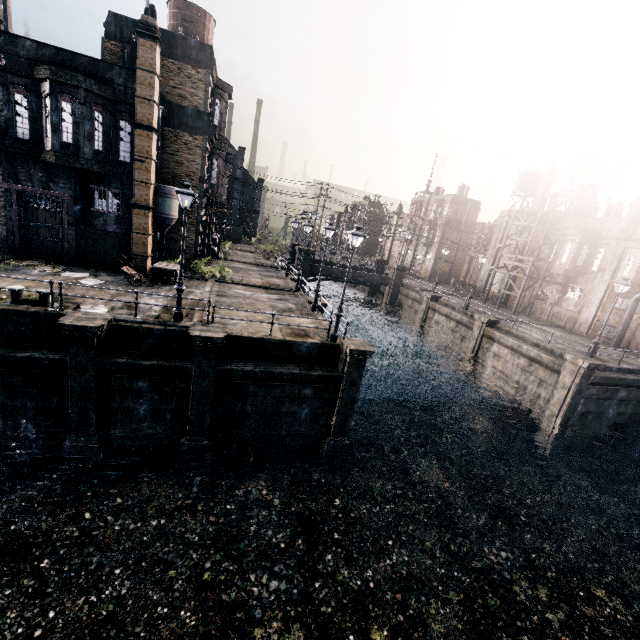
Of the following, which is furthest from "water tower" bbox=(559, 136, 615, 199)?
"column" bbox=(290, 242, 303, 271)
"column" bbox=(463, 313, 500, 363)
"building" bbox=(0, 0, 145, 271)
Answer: "building" bbox=(0, 0, 145, 271)

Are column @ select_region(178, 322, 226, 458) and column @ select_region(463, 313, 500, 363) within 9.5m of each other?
no

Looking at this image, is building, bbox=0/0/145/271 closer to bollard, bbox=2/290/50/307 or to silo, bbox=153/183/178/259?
silo, bbox=153/183/178/259

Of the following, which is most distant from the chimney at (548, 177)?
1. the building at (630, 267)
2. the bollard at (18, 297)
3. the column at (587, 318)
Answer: the bollard at (18, 297)

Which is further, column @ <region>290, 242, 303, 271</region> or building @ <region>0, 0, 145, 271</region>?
column @ <region>290, 242, 303, 271</region>

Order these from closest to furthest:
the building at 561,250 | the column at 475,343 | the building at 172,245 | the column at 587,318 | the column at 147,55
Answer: the column at 147,55 → the building at 172,245 → the column at 475,343 → the column at 587,318 → the building at 561,250

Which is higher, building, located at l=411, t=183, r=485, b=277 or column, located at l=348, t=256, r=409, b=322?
building, located at l=411, t=183, r=485, b=277

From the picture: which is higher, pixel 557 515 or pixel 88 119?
pixel 88 119
